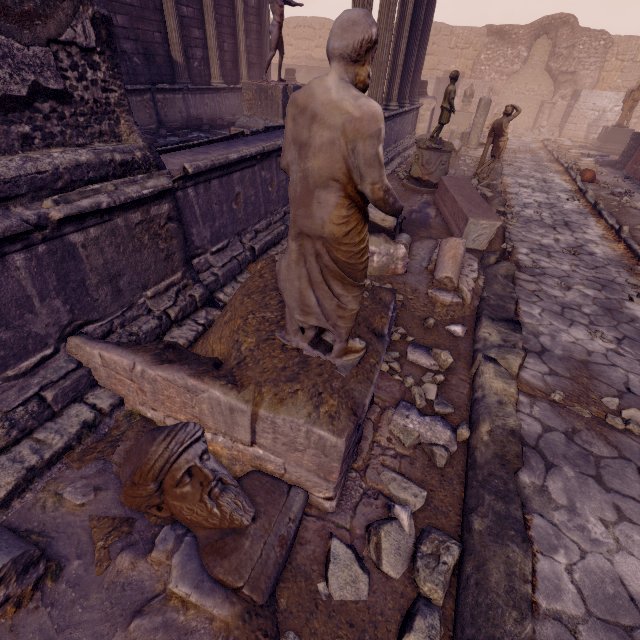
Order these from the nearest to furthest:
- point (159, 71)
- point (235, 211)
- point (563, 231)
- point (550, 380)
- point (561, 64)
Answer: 1. point (550, 380)
2. point (235, 211)
3. point (563, 231)
4. point (159, 71)
5. point (561, 64)

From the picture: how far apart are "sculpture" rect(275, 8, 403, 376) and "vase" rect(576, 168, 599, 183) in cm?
1244

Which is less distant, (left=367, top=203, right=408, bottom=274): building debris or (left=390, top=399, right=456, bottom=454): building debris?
(left=390, top=399, right=456, bottom=454): building debris

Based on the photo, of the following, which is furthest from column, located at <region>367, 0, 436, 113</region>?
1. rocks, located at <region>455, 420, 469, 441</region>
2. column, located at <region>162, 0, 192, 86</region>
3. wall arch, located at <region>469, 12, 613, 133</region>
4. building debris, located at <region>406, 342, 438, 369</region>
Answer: wall arch, located at <region>469, 12, 613, 133</region>

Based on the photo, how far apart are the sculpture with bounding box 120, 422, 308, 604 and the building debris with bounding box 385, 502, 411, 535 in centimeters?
61cm

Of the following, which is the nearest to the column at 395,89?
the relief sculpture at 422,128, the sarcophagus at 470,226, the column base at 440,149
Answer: the column base at 440,149

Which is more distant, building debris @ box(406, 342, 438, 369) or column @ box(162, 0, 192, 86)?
column @ box(162, 0, 192, 86)

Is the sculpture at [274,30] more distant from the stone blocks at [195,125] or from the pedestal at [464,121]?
the pedestal at [464,121]
